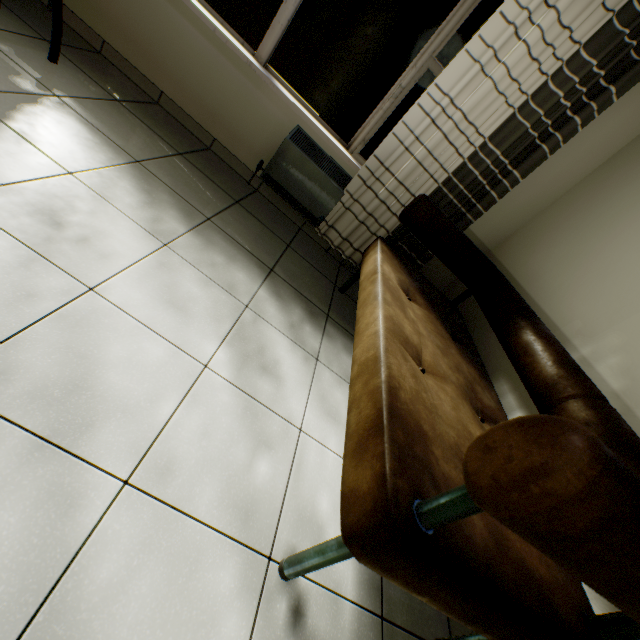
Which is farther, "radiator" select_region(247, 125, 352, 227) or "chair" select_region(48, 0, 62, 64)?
"radiator" select_region(247, 125, 352, 227)

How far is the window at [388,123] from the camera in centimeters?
235cm

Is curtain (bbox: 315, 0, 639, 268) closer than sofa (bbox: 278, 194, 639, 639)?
No

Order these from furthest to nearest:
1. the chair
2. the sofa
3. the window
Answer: the window < the chair < the sofa

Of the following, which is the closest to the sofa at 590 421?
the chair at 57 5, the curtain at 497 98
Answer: the curtain at 497 98

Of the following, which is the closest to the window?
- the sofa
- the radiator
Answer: the radiator

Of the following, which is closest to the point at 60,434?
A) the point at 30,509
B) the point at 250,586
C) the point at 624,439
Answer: the point at 30,509

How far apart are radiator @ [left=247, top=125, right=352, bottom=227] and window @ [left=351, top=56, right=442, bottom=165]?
0.18m
